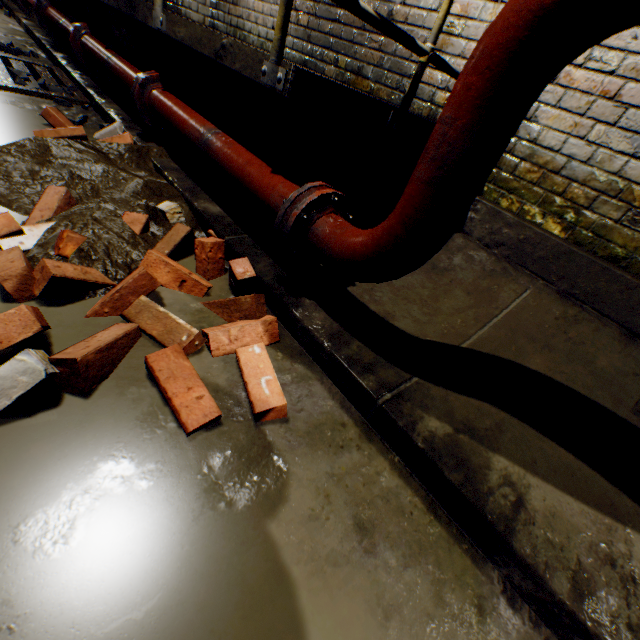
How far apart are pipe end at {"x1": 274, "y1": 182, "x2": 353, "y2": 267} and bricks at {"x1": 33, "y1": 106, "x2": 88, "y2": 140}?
2.2m

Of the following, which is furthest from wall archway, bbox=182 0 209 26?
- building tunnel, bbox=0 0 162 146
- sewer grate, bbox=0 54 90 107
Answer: sewer grate, bbox=0 54 90 107

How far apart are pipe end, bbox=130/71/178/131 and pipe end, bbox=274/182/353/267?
1.8m

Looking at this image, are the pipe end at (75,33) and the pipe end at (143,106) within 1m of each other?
no

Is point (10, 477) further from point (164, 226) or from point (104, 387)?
point (164, 226)

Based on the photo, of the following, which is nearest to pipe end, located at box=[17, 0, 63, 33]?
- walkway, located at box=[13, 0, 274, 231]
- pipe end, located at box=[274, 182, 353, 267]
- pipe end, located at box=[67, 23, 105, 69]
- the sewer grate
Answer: walkway, located at box=[13, 0, 274, 231]

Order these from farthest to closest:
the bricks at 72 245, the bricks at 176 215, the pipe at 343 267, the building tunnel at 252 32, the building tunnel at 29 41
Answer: the building tunnel at 252 32 → the building tunnel at 29 41 → the bricks at 176 215 → the bricks at 72 245 → the pipe at 343 267

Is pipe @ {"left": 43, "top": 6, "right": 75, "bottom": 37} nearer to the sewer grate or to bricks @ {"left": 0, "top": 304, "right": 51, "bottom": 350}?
the sewer grate
